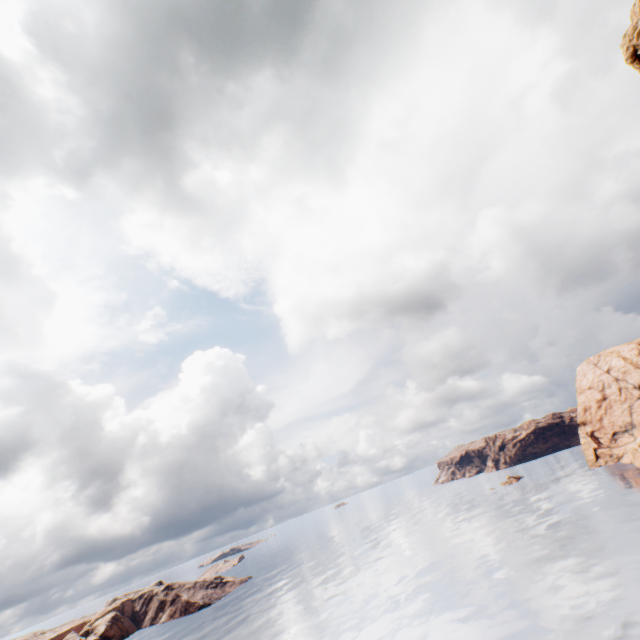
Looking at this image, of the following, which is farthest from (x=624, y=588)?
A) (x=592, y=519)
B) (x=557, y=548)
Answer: (x=592, y=519)
